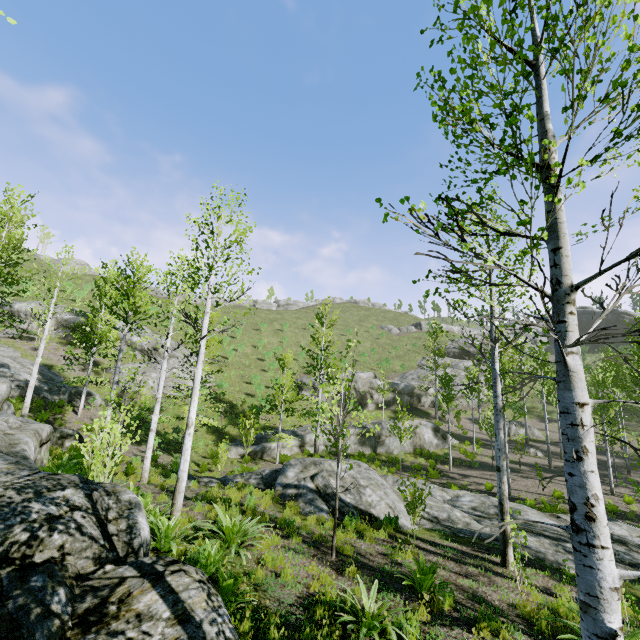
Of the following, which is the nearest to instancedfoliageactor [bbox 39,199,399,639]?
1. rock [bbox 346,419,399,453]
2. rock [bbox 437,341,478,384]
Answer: rock [bbox 346,419,399,453]

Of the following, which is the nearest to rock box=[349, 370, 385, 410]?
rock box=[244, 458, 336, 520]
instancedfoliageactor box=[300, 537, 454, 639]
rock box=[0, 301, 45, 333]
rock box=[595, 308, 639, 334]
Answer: rock box=[0, 301, 45, 333]

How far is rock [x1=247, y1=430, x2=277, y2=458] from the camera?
21.92m

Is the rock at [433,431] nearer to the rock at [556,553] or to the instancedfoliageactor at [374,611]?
the rock at [556,553]

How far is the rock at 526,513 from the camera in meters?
11.9 m

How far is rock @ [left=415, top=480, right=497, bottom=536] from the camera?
10.3 meters

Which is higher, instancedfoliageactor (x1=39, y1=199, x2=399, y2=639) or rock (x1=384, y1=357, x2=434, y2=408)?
rock (x1=384, y1=357, x2=434, y2=408)

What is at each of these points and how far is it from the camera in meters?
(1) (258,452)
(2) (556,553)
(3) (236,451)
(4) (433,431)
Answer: (1) rock, 21.9 m
(2) rock, 9.6 m
(3) rock, 21.4 m
(4) rock, 28.0 m
